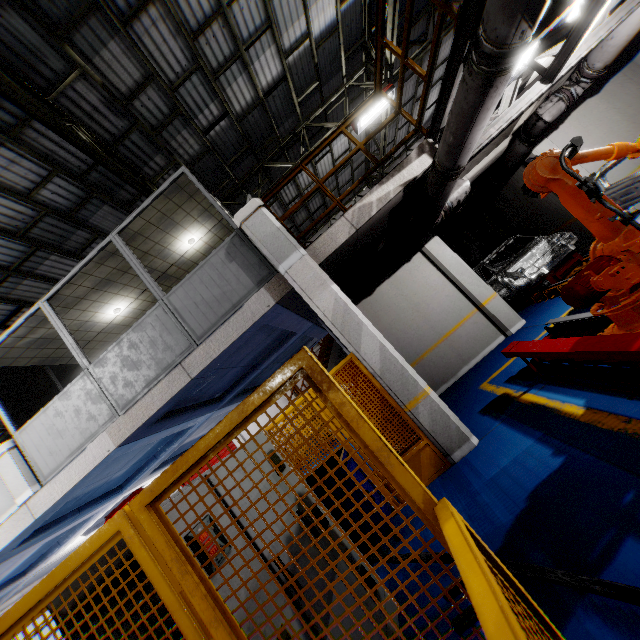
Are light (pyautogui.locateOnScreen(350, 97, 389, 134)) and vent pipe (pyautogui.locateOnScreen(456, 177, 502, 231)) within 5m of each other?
yes

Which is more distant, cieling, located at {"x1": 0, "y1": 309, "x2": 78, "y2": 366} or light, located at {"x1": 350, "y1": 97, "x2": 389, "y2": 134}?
light, located at {"x1": 350, "y1": 97, "x2": 389, "y2": 134}

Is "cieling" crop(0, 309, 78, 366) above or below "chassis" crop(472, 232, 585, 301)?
above

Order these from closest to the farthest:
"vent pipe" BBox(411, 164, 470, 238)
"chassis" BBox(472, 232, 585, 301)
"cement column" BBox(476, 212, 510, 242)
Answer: "vent pipe" BBox(411, 164, 470, 238) → "chassis" BBox(472, 232, 585, 301) → "cement column" BBox(476, 212, 510, 242)

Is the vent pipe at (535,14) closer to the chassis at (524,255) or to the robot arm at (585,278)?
the robot arm at (585,278)

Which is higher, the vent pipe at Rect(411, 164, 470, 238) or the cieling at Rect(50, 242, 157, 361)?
the cieling at Rect(50, 242, 157, 361)

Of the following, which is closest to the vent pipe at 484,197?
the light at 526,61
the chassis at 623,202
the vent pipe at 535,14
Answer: the chassis at 623,202

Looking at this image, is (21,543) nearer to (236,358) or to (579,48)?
(236,358)
